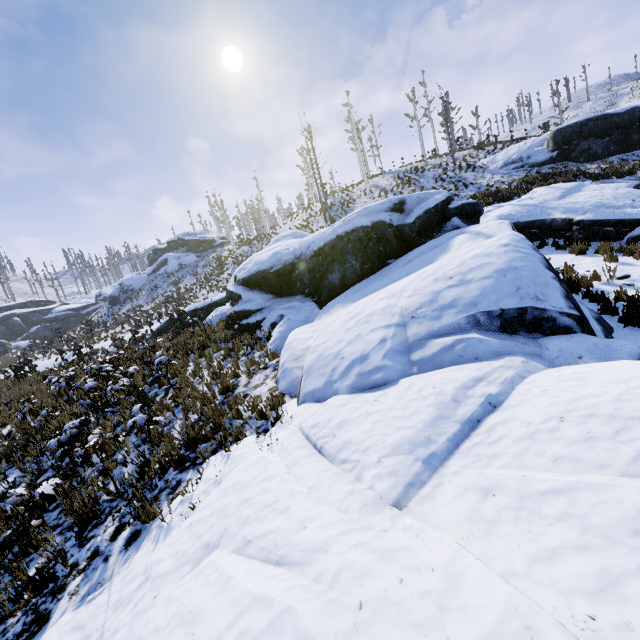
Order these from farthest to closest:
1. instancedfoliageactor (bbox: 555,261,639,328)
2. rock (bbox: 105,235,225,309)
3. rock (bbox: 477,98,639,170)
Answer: rock (bbox: 105,235,225,309) → rock (bbox: 477,98,639,170) → instancedfoliageactor (bbox: 555,261,639,328)

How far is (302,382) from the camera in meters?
5.6 m

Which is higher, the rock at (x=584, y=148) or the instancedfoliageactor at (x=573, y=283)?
the rock at (x=584, y=148)

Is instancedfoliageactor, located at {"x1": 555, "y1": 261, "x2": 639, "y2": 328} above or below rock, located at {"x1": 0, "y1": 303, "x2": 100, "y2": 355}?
below

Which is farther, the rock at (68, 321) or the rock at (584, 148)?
the rock at (68, 321)

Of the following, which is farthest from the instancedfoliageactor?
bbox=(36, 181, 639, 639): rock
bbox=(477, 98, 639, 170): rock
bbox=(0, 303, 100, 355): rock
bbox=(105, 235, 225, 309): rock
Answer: bbox=(105, 235, 225, 309): rock

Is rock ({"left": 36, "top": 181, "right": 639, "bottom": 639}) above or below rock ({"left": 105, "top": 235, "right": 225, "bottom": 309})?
below

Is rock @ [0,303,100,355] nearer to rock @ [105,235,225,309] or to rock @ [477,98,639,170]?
rock @ [105,235,225,309]
